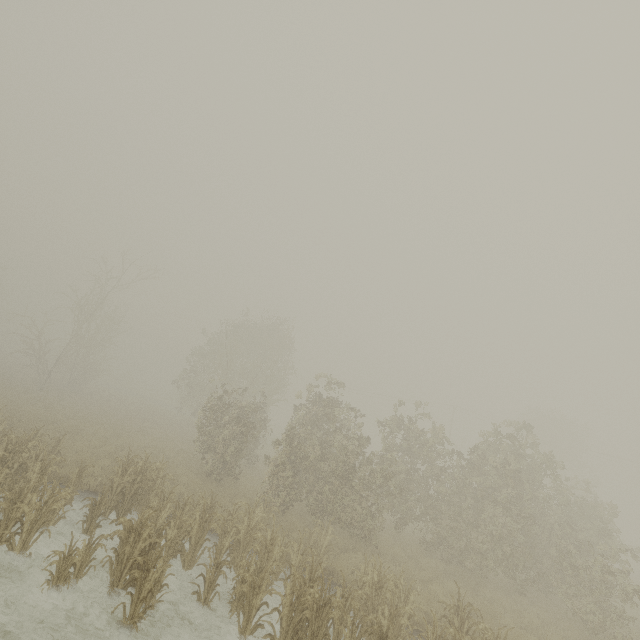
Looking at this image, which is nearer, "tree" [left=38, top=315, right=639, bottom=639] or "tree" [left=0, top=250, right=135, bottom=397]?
"tree" [left=38, top=315, right=639, bottom=639]

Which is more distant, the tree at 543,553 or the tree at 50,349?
the tree at 50,349

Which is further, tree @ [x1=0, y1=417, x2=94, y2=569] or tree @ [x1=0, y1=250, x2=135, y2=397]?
tree @ [x1=0, y1=250, x2=135, y2=397]

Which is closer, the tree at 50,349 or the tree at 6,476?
the tree at 6,476

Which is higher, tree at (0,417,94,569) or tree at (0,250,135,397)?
tree at (0,250,135,397)

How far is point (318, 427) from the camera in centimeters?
1745cm
